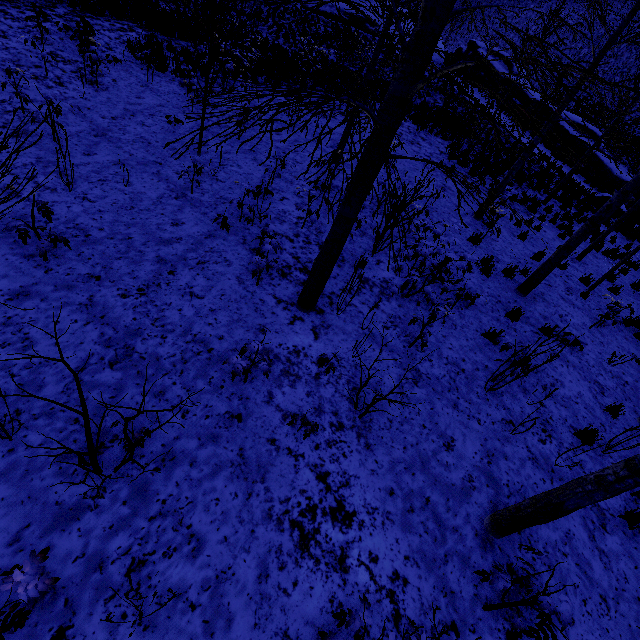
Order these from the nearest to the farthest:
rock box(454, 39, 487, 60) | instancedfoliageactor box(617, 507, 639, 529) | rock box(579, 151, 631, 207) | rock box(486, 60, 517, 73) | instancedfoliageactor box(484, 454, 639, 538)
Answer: instancedfoliageactor box(484, 454, 639, 538)
instancedfoliageactor box(617, 507, 639, 529)
rock box(579, 151, 631, 207)
rock box(486, 60, 517, 73)
rock box(454, 39, 487, 60)

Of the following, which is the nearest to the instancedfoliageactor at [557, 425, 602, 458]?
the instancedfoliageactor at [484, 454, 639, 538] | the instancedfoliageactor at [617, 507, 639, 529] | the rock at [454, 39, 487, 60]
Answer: the instancedfoliageactor at [617, 507, 639, 529]

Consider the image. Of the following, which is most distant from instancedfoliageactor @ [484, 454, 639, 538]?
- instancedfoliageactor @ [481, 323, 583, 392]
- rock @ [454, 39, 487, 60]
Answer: rock @ [454, 39, 487, 60]

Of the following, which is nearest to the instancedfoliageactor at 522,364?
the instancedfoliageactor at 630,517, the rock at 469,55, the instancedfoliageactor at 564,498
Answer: the instancedfoliageactor at 630,517

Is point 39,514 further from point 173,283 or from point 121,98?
point 121,98

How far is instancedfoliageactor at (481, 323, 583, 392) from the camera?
4.7m
